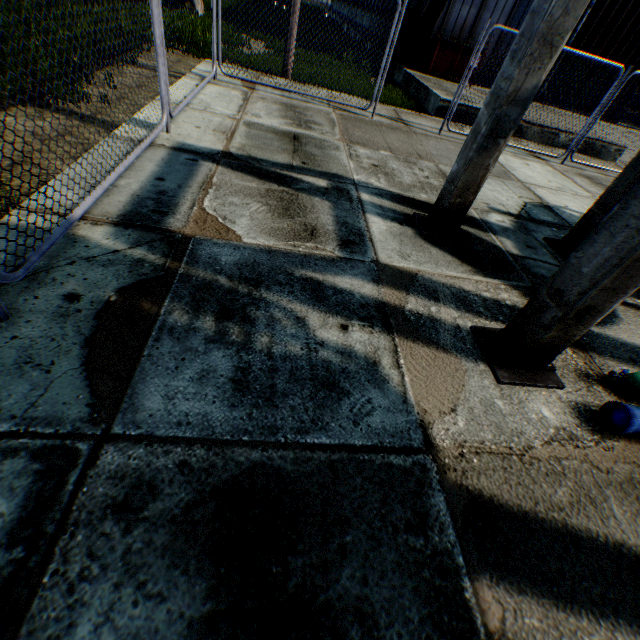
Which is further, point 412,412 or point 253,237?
point 253,237

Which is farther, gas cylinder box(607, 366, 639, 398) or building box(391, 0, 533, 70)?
building box(391, 0, 533, 70)

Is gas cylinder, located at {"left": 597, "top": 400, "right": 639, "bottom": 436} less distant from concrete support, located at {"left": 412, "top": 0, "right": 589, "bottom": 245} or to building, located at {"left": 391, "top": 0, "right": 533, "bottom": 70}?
concrete support, located at {"left": 412, "top": 0, "right": 589, "bottom": 245}

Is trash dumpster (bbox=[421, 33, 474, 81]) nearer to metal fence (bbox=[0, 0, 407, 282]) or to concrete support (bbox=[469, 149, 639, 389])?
metal fence (bbox=[0, 0, 407, 282])

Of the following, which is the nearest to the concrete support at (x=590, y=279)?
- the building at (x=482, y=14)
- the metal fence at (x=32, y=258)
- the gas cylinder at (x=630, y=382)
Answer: the gas cylinder at (x=630, y=382)

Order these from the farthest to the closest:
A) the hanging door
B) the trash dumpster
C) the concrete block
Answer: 1. the concrete block
2. the hanging door
3. the trash dumpster

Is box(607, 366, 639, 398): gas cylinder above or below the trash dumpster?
below

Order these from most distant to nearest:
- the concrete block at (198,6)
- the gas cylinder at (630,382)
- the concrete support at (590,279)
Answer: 1. the concrete block at (198,6)
2. the gas cylinder at (630,382)
3. the concrete support at (590,279)
